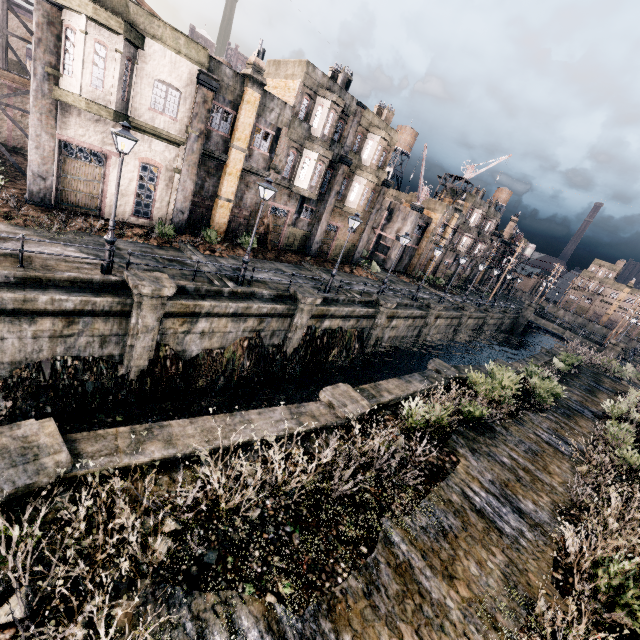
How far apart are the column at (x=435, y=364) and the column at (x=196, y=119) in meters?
18.1

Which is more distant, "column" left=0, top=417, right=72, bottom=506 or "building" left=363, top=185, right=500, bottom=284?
"building" left=363, top=185, right=500, bottom=284

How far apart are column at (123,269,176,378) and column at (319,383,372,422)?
7.5m

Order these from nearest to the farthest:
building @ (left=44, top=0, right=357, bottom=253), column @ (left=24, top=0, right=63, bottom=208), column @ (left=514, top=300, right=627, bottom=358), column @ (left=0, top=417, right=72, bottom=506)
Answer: column @ (left=0, top=417, right=72, bottom=506), column @ (left=24, top=0, right=63, bottom=208), building @ (left=44, top=0, right=357, bottom=253), column @ (left=514, top=300, right=627, bottom=358)

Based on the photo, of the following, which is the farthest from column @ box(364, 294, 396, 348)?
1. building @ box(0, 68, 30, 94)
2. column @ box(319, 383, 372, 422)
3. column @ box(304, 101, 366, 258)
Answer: building @ box(0, 68, 30, 94)

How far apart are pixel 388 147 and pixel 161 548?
35.7m

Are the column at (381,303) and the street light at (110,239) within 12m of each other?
no

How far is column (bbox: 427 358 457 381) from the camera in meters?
17.5
